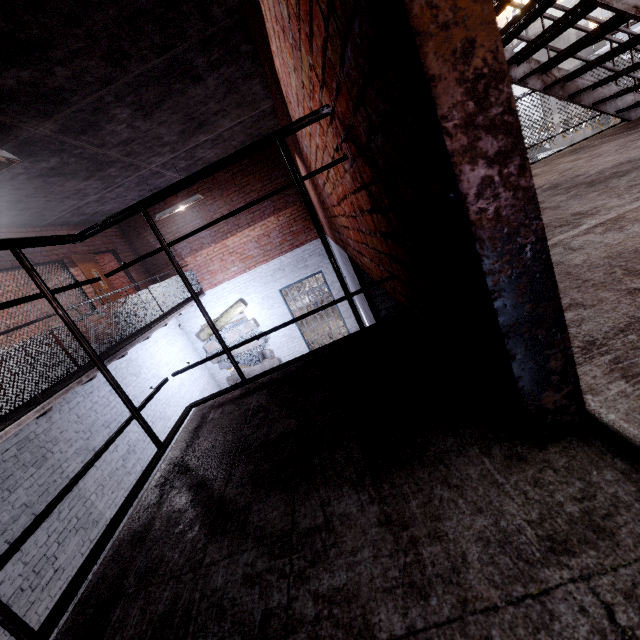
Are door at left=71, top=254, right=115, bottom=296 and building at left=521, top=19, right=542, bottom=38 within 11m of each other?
no

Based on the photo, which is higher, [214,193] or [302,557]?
[214,193]

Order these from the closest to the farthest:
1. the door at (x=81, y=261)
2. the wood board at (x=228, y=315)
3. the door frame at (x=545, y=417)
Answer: the door frame at (x=545, y=417) → the door at (x=81, y=261) → the wood board at (x=228, y=315)

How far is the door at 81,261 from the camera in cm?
750

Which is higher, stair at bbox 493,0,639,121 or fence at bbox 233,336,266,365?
stair at bbox 493,0,639,121

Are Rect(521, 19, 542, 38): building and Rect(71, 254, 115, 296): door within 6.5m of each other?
no

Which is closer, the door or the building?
the door

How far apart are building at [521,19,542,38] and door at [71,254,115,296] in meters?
39.8
